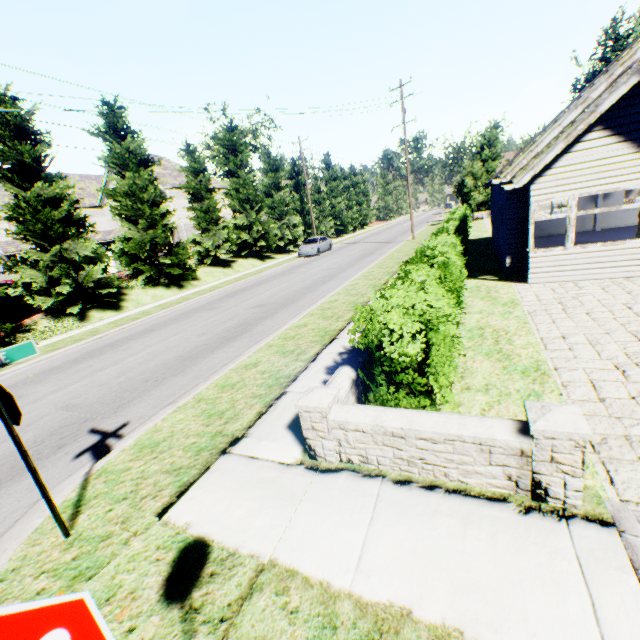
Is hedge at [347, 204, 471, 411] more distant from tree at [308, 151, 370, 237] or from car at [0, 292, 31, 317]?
car at [0, 292, 31, 317]

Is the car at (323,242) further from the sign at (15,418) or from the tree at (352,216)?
the sign at (15,418)

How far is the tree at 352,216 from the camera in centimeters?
4391cm

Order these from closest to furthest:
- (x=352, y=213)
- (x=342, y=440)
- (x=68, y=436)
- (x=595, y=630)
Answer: (x=595, y=630) < (x=342, y=440) < (x=68, y=436) < (x=352, y=213)

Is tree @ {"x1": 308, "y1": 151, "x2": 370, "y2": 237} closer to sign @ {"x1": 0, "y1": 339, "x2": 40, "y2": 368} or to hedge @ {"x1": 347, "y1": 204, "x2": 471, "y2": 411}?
sign @ {"x1": 0, "y1": 339, "x2": 40, "y2": 368}

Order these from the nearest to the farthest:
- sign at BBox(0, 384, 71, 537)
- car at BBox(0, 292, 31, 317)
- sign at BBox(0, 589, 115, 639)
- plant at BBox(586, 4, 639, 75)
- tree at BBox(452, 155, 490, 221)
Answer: sign at BBox(0, 589, 115, 639), sign at BBox(0, 384, 71, 537), car at BBox(0, 292, 31, 317), tree at BBox(452, 155, 490, 221), plant at BBox(586, 4, 639, 75)

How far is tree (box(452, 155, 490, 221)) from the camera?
34.41m

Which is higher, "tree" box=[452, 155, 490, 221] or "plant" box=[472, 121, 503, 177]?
"plant" box=[472, 121, 503, 177]
